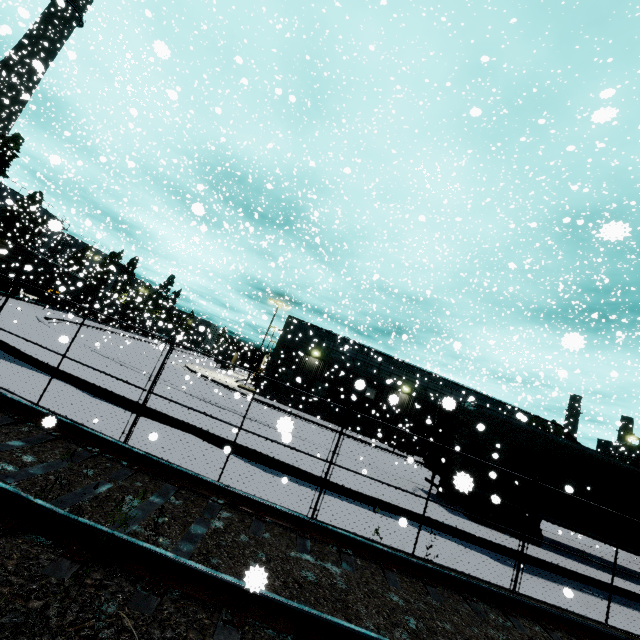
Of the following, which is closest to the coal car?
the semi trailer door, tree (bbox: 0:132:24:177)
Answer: the semi trailer door

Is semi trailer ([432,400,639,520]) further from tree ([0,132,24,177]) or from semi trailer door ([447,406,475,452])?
Answer: tree ([0,132,24,177])

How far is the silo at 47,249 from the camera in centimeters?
435cm

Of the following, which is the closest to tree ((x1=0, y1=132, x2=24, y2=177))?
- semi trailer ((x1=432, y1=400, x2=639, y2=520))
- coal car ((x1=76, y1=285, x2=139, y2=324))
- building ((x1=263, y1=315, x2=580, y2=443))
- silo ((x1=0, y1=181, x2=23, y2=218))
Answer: silo ((x1=0, y1=181, x2=23, y2=218))

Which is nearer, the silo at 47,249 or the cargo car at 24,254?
the silo at 47,249

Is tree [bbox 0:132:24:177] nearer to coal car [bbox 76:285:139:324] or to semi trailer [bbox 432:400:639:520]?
coal car [bbox 76:285:139:324]

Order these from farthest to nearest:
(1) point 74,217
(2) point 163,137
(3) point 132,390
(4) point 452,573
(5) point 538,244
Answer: (2) point 163,137 < (1) point 74,217 < (5) point 538,244 < (3) point 132,390 < (4) point 452,573

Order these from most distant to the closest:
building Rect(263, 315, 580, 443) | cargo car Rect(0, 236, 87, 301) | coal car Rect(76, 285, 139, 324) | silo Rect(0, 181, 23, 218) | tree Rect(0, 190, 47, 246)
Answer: coal car Rect(76, 285, 139, 324), tree Rect(0, 190, 47, 246), silo Rect(0, 181, 23, 218), cargo car Rect(0, 236, 87, 301), building Rect(263, 315, 580, 443)
